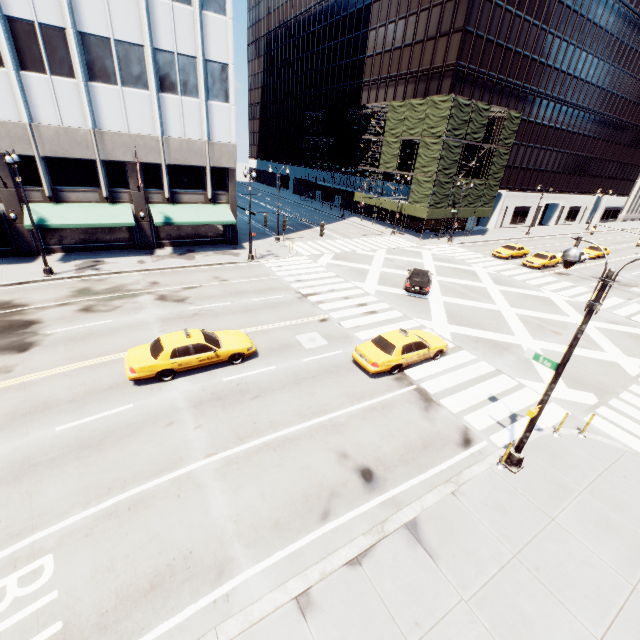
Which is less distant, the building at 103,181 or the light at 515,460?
the light at 515,460

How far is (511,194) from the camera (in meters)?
53.38

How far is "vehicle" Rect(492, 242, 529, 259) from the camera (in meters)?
36.34

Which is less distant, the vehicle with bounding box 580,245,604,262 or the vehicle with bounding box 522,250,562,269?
the vehicle with bounding box 522,250,562,269

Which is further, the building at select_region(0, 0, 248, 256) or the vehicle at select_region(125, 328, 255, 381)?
the building at select_region(0, 0, 248, 256)

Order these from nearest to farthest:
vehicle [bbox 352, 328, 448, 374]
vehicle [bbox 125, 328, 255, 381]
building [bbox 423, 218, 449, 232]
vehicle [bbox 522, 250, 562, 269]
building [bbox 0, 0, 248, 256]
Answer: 1. vehicle [bbox 125, 328, 255, 381]
2. vehicle [bbox 352, 328, 448, 374]
3. building [bbox 0, 0, 248, 256]
4. vehicle [bbox 522, 250, 562, 269]
5. building [bbox 423, 218, 449, 232]

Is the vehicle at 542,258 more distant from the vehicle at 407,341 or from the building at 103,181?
the building at 103,181

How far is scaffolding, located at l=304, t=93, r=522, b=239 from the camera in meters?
36.8 m
